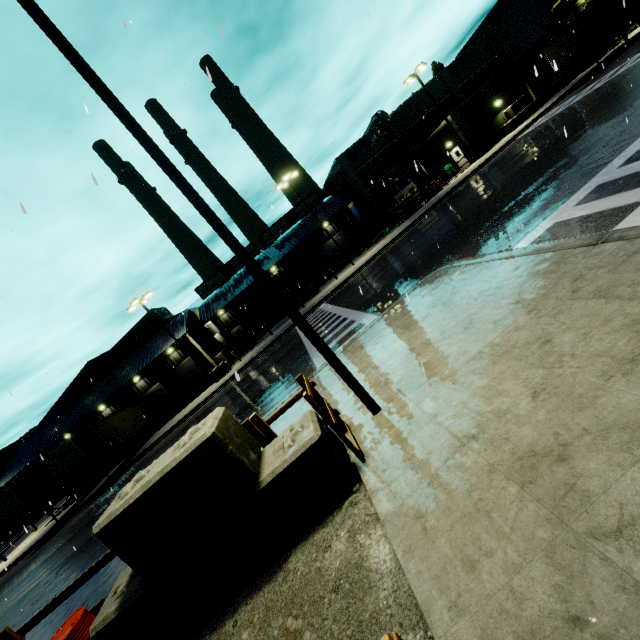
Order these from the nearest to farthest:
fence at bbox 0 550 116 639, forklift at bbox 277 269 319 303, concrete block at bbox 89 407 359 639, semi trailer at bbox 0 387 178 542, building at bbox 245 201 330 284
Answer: concrete block at bbox 89 407 359 639 < fence at bbox 0 550 116 639 < semi trailer at bbox 0 387 178 542 < forklift at bbox 277 269 319 303 < building at bbox 245 201 330 284

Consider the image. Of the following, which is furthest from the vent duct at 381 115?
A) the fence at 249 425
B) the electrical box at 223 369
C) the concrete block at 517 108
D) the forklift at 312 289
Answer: the electrical box at 223 369

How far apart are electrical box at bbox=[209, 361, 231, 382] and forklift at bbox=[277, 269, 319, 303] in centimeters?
1026cm

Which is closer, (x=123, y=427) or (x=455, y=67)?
(x=123, y=427)

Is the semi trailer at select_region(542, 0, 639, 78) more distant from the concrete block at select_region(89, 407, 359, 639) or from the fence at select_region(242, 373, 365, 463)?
the concrete block at select_region(89, 407, 359, 639)

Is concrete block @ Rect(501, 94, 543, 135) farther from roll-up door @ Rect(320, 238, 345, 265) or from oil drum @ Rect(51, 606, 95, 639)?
oil drum @ Rect(51, 606, 95, 639)

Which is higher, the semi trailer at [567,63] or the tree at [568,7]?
the tree at [568,7]

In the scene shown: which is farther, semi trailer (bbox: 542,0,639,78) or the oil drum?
semi trailer (bbox: 542,0,639,78)
